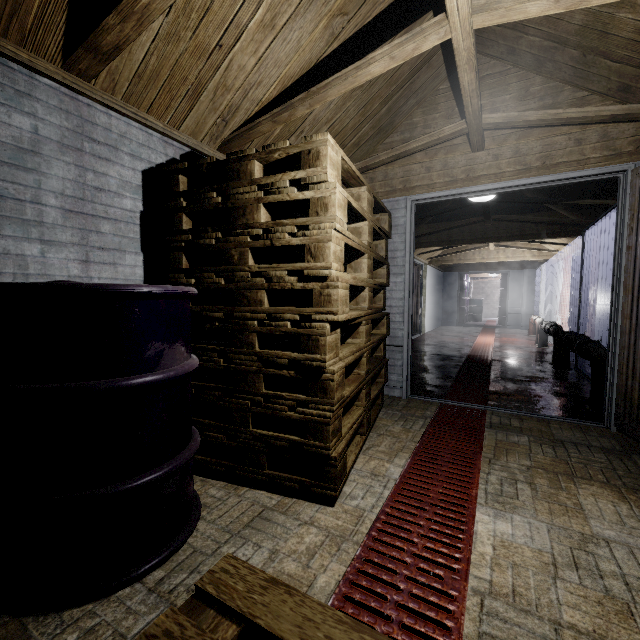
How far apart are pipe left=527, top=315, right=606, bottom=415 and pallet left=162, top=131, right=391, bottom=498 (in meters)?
1.83

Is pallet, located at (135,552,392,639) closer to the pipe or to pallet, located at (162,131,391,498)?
pallet, located at (162,131,391,498)

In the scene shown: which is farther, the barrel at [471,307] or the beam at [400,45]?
the barrel at [471,307]

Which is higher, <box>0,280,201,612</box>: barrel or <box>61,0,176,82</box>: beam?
<box>61,0,176,82</box>: beam

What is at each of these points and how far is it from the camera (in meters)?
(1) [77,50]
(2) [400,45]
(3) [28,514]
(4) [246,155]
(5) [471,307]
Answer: (1) beam, 1.42
(2) beam, 1.65
(3) barrel, 0.98
(4) pallet, 1.56
(5) barrel, 14.26

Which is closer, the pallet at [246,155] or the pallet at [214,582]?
the pallet at [214,582]

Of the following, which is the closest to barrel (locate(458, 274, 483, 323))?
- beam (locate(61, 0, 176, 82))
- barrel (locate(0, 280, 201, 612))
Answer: beam (locate(61, 0, 176, 82))

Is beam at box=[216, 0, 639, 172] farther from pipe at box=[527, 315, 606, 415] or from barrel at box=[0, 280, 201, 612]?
pipe at box=[527, 315, 606, 415]
